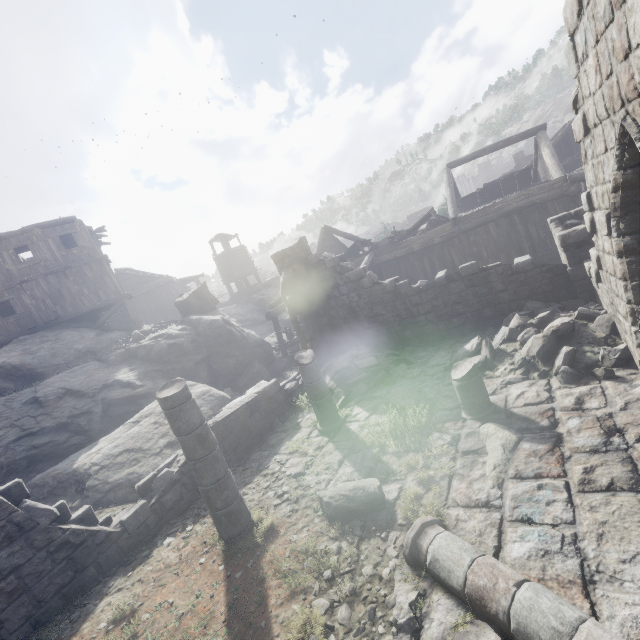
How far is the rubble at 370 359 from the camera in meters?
10.2 m

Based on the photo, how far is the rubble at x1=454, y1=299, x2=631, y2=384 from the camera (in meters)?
6.59

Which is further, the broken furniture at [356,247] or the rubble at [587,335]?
the broken furniture at [356,247]

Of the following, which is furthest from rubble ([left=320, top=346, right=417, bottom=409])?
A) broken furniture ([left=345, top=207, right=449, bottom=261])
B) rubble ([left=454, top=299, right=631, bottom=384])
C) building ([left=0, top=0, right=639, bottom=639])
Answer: broken furniture ([left=345, top=207, right=449, bottom=261])

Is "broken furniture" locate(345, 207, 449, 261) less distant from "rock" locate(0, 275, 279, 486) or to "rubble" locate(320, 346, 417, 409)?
"rubble" locate(320, 346, 417, 409)

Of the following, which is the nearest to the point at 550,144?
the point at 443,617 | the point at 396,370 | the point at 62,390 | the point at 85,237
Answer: the point at 396,370

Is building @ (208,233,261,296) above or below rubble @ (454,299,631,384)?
above

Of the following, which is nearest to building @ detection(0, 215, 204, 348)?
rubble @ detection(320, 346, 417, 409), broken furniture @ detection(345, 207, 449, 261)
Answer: rubble @ detection(320, 346, 417, 409)
